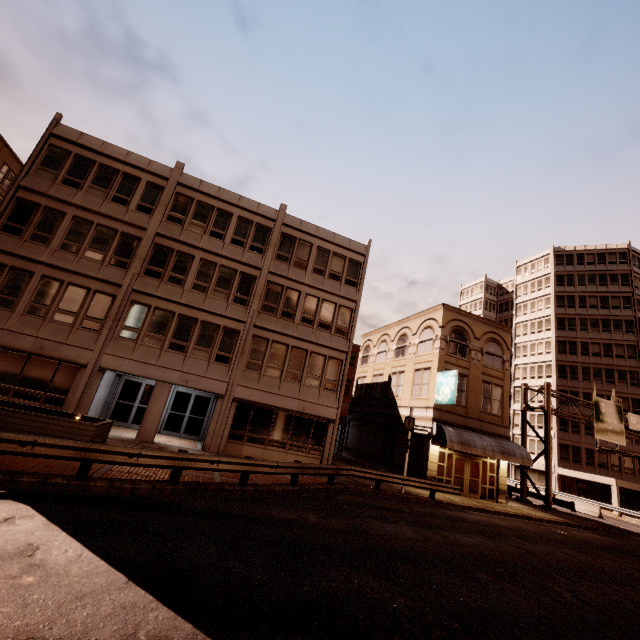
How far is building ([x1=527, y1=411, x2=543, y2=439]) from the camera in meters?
46.8

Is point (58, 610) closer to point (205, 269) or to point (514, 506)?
point (205, 269)

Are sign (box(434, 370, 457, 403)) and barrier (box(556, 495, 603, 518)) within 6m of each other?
no

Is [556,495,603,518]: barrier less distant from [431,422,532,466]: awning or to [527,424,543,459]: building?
[527,424,543,459]: building

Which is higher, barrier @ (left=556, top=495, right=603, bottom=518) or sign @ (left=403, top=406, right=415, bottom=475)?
sign @ (left=403, top=406, right=415, bottom=475)

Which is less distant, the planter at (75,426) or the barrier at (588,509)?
the planter at (75,426)

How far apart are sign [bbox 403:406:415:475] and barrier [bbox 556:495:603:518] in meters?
24.7

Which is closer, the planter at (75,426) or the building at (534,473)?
the planter at (75,426)
